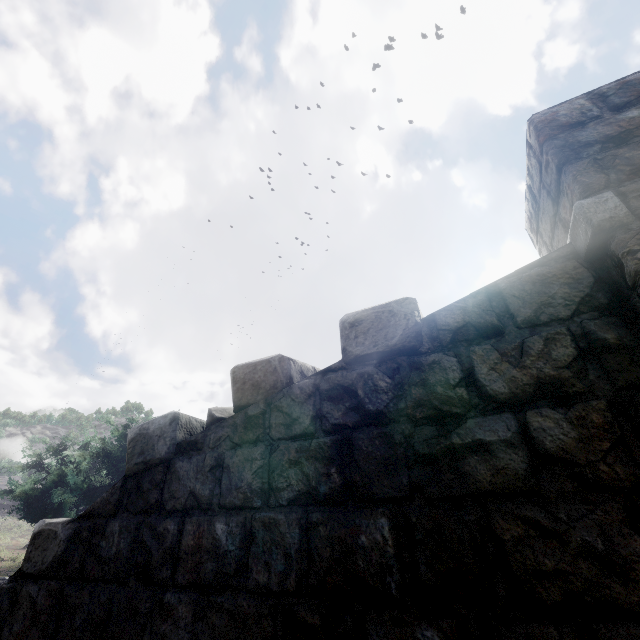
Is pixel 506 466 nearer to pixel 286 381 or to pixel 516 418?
pixel 516 418
